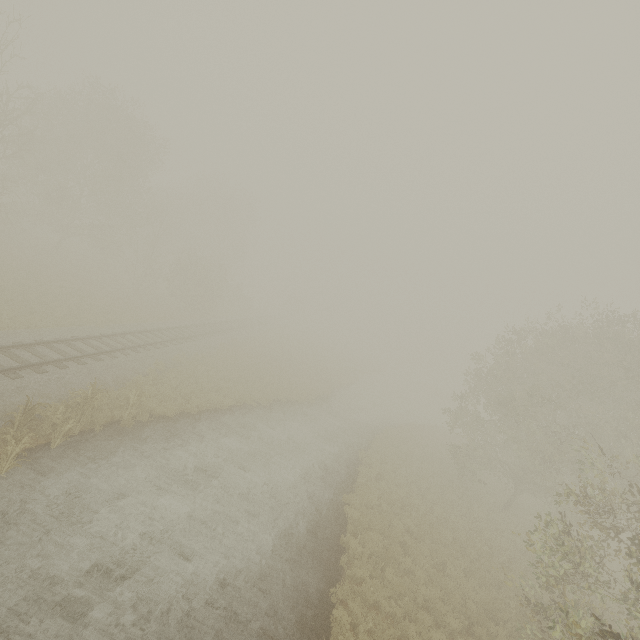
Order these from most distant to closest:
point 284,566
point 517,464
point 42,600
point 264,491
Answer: point 517,464 → point 264,491 → point 284,566 → point 42,600

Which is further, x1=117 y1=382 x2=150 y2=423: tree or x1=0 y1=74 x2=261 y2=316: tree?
x1=0 y1=74 x2=261 y2=316: tree

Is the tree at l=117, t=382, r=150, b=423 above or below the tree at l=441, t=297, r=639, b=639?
below

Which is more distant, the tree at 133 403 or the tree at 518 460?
the tree at 133 403

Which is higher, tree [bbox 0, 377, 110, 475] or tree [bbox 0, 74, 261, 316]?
tree [bbox 0, 74, 261, 316]

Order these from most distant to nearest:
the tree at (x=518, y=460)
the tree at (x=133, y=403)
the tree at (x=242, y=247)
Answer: the tree at (x=242, y=247) → the tree at (x=133, y=403) → the tree at (x=518, y=460)

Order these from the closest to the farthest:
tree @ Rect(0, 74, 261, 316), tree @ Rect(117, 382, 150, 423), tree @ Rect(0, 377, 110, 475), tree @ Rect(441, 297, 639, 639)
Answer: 1. tree @ Rect(0, 377, 110, 475)
2. tree @ Rect(441, 297, 639, 639)
3. tree @ Rect(117, 382, 150, 423)
4. tree @ Rect(0, 74, 261, 316)
